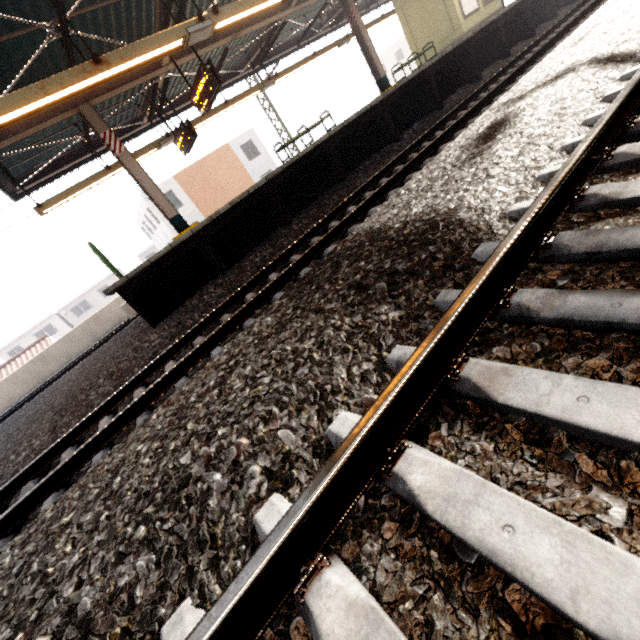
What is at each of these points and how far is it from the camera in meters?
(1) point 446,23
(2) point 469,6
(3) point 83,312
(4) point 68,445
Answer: (1) elevator, 13.2
(2) sign, 13.1
(3) building, 44.6
(4) train track, 4.0

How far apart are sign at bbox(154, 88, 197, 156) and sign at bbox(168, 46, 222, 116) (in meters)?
1.34

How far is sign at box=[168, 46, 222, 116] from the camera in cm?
722

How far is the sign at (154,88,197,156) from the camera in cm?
962

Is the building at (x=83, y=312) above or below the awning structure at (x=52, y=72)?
below

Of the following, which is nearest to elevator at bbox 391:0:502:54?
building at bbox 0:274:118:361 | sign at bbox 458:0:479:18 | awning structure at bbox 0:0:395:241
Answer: sign at bbox 458:0:479:18

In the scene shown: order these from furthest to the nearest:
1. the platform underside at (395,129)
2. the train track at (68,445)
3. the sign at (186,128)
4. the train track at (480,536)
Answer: the sign at (186,128) < the platform underside at (395,129) < the train track at (68,445) < the train track at (480,536)

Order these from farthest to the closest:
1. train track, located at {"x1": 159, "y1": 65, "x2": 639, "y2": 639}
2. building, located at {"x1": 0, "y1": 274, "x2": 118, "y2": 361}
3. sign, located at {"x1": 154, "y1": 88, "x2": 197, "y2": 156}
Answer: building, located at {"x1": 0, "y1": 274, "x2": 118, "y2": 361}
sign, located at {"x1": 154, "y1": 88, "x2": 197, "y2": 156}
train track, located at {"x1": 159, "y1": 65, "x2": 639, "y2": 639}
